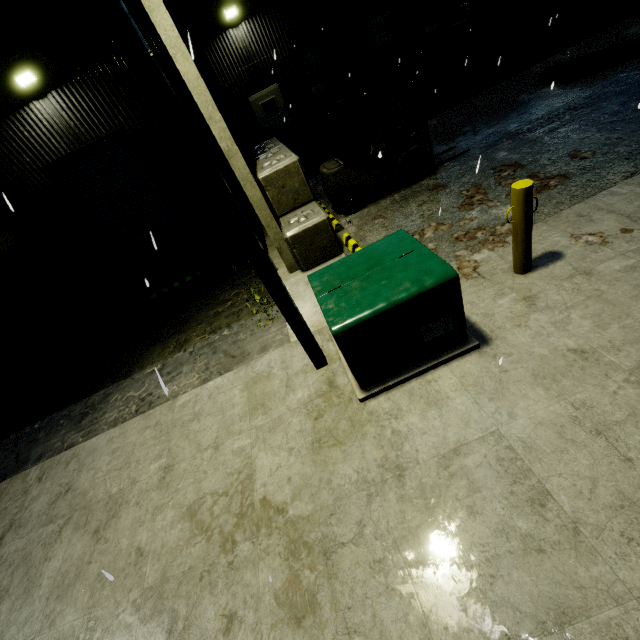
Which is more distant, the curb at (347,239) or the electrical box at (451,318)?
the curb at (347,239)

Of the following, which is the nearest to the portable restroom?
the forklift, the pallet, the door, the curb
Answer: the pallet

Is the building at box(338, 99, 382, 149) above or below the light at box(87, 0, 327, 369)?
below

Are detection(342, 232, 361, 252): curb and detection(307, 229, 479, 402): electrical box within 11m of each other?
yes

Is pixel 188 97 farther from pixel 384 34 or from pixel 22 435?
pixel 384 34

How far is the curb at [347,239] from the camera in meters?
6.4 m

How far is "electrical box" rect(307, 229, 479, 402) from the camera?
3.2 meters

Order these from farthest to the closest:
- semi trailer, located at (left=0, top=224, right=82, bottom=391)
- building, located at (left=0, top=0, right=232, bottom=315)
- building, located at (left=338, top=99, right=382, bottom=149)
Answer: building, located at (left=338, top=99, right=382, bottom=149) < semi trailer, located at (left=0, top=224, right=82, bottom=391) < building, located at (left=0, top=0, right=232, bottom=315)
